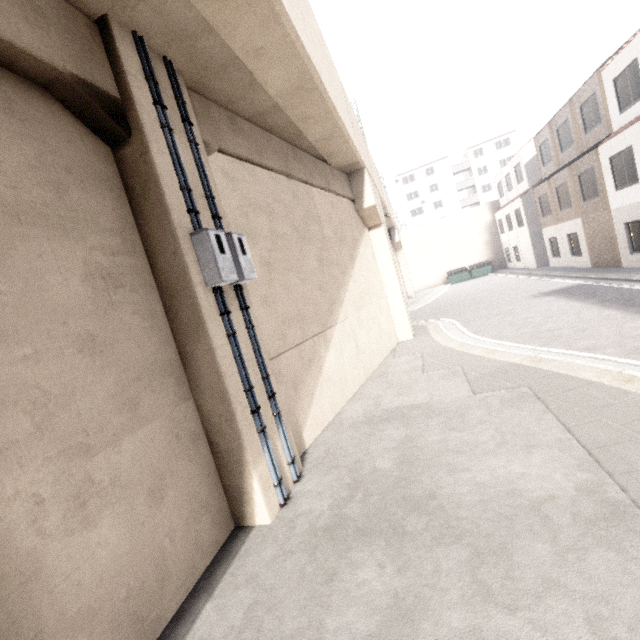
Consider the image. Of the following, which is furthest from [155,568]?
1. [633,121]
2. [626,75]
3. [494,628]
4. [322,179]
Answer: [626,75]

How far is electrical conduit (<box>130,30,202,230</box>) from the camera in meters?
4.3

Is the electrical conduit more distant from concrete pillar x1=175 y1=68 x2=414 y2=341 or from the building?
the building

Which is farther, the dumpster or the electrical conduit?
the dumpster

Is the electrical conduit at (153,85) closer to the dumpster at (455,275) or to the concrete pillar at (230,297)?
the concrete pillar at (230,297)

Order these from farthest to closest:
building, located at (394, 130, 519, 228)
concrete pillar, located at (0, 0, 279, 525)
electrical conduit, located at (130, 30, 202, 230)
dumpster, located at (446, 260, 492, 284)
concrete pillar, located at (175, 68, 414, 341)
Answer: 1. building, located at (394, 130, 519, 228)
2. dumpster, located at (446, 260, 492, 284)
3. concrete pillar, located at (175, 68, 414, 341)
4. electrical conduit, located at (130, 30, 202, 230)
5. concrete pillar, located at (0, 0, 279, 525)

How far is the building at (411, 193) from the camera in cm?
5341

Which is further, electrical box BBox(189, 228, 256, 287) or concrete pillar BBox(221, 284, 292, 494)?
concrete pillar BBox(221, 284, 292, 494)
